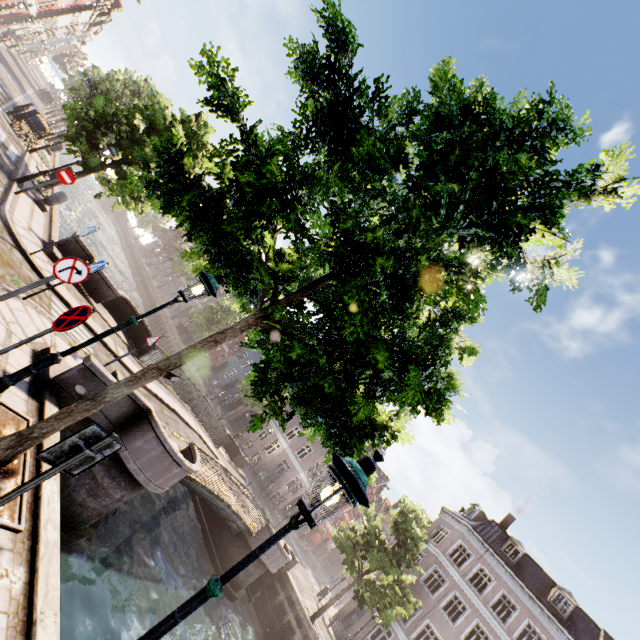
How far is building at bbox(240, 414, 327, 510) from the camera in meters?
34.8 m

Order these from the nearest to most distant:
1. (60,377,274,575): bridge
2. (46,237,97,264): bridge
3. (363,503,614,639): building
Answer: (60,377,274,575): bridge
(46,237,97,264): bridge
(363,503,614,639): building

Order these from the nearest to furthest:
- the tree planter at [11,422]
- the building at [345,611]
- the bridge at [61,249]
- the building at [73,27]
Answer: the tree planter at [11,422] → the bridge at [61,249] → the building at [345,611] → the building at [73,27]

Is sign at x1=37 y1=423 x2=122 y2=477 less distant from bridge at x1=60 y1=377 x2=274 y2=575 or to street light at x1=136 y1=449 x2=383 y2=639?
street light at x1=136 y1=449 x2=383 y2=639

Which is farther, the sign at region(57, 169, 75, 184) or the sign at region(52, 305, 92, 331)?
the sign at region(57, 169, 75, 184)

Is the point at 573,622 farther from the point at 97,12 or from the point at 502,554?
the point at 97,12

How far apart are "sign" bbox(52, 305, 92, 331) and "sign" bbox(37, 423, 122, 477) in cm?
223

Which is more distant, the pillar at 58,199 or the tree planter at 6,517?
the pillar at 58,199
